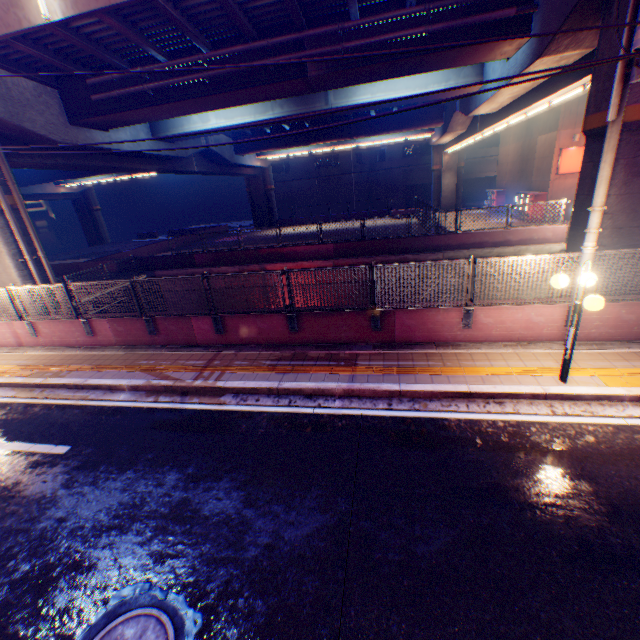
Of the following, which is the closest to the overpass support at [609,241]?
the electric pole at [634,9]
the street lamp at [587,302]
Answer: the electric pole at [634,9]

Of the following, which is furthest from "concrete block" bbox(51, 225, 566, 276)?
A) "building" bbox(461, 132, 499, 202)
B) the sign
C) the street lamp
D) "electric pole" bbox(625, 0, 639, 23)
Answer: the street lamp

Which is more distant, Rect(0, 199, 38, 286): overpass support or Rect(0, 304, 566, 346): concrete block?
Rect(0, 199, 38, 286): overpass support

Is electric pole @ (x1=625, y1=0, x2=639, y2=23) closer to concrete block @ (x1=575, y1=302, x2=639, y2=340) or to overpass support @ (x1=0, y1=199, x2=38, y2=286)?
concrete block @ (x1=575, y1=302, x2=639, y2=340)

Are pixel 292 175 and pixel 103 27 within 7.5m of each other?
no

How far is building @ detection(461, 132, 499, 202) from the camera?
42.7 meters

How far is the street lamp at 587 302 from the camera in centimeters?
540cm

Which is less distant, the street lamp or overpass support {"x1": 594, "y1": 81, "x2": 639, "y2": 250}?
the street lamp
